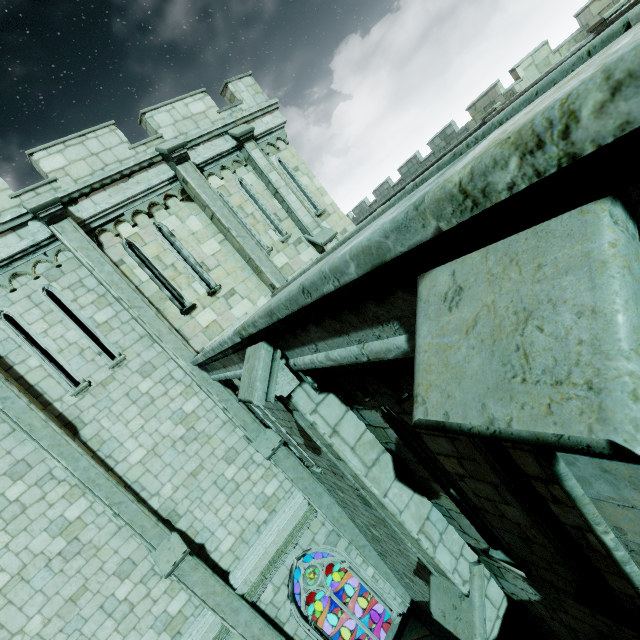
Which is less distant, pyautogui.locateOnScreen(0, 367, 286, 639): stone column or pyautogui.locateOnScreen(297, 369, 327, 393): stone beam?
pyautogui.locateOnScreen(297, 369, 327, 393): stone beam

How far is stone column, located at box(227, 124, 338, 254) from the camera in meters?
10.9

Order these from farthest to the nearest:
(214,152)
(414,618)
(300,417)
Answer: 1. (214,152)
2. (414,618)
3. (300,417)

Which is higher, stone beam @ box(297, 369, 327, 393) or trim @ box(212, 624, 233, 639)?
stone beam @ box(297, 369, 327, 393)

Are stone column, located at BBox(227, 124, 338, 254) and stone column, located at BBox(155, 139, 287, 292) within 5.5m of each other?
yes

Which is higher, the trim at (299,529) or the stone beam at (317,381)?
the stone beam at (317,381)

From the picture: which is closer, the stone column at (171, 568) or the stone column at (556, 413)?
the stone column at (556, 413)

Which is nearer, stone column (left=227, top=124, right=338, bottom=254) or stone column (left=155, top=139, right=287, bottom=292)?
stone column (left=155, top=139, right=287, bottom=292)
